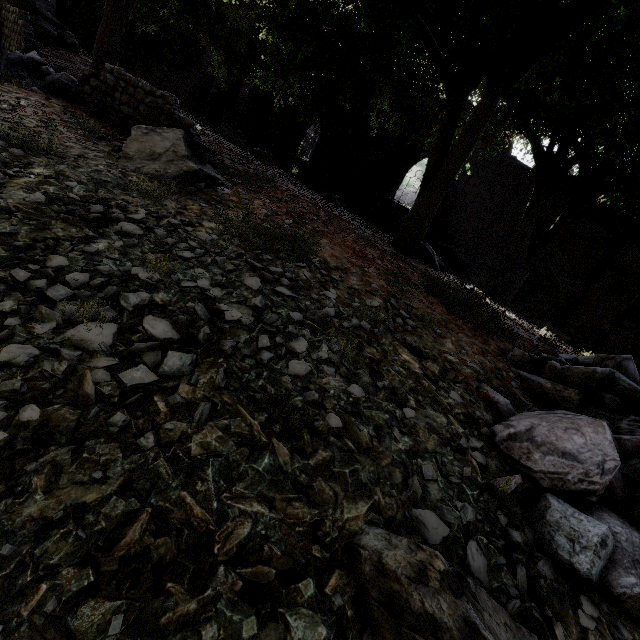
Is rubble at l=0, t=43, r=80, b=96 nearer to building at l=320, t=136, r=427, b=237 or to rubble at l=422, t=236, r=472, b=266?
building at l=320, t=136, r=427, b=237

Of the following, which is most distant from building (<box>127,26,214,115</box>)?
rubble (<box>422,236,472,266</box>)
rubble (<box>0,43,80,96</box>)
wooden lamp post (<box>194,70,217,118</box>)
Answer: rubble (<box>0,43,80,96</box>)

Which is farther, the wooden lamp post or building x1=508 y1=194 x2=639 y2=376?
the wooden lamp post

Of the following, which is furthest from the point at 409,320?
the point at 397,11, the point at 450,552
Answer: the point at 397,11

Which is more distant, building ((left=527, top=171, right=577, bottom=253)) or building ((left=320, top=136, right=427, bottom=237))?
building ((left=320, top=136, right=427, bottom=237))

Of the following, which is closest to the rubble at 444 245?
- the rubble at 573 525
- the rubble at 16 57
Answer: the rubble at 573 525

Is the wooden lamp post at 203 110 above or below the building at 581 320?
above
